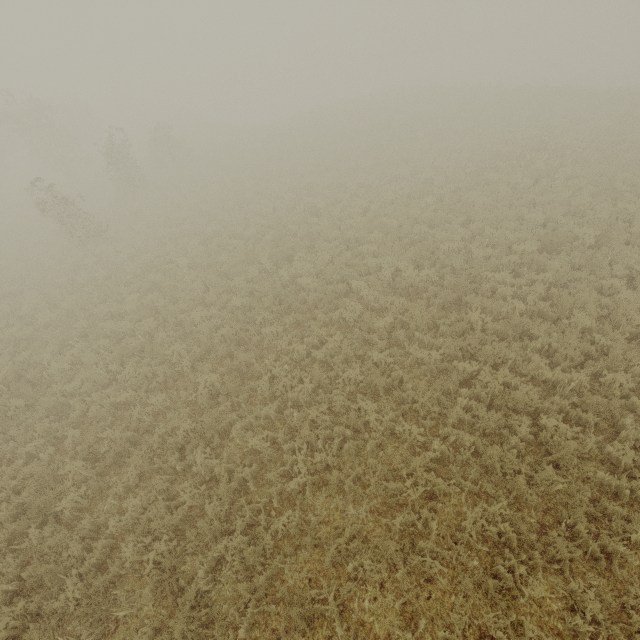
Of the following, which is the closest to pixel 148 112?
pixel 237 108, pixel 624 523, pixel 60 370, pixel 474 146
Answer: pixel 237 108
